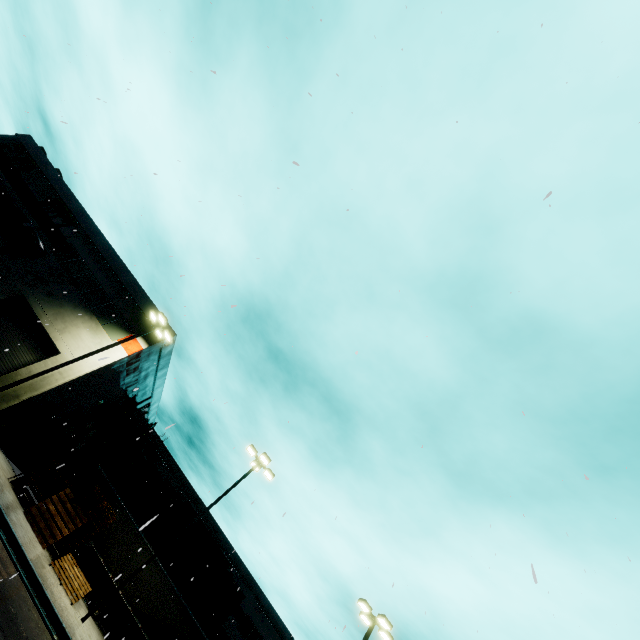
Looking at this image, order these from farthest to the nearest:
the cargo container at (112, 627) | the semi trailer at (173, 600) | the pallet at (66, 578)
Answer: the cargo container at (112, 627), the semi trailer at (173, 600), the pallet at (66, 578)

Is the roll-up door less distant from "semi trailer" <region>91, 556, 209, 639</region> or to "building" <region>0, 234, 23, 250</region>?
"building" <region>0, 234, 23, 250</region>

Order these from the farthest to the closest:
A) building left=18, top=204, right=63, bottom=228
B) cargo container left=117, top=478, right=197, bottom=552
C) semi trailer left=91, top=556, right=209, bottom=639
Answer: cargo container left=117, top=478, right=197, bottom=552, building left=18, top=204, right=63, bottom=228, semi trailer left=91, top=556, right=209, bottom=639

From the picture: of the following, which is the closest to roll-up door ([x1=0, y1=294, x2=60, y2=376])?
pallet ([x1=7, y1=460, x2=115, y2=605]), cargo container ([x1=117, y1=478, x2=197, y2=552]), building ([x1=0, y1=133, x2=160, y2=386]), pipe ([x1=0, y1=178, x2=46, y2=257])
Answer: building ([x1=0, y1=133, x2=160, y2=386])

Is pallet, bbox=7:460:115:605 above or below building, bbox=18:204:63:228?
below

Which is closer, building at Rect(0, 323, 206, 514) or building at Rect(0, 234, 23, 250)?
building at Rect(0, 323, 206, 514)

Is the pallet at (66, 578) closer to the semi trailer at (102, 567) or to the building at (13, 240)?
the semi trailer at (102, 567)

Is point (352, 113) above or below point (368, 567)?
below
